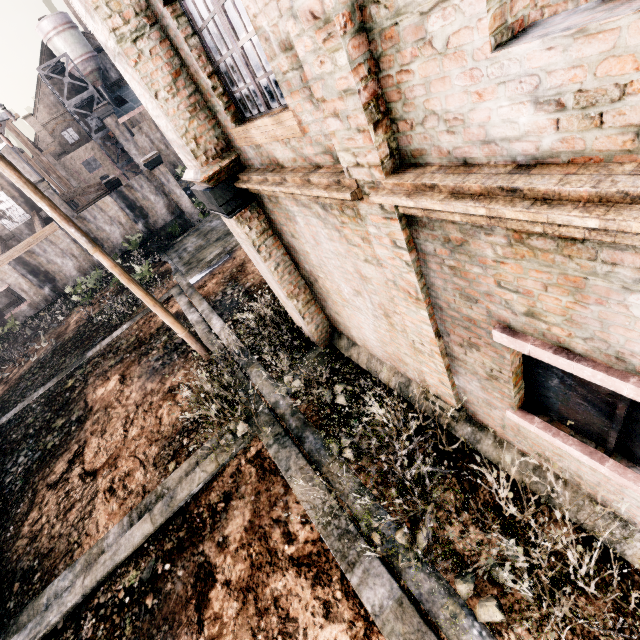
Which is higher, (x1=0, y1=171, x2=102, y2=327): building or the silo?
the silo

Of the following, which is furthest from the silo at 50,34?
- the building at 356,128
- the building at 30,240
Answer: the building at 356,128

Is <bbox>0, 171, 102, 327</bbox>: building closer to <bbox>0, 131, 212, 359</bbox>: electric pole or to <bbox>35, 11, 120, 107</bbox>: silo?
<bbox>35, 11, 120, 107</bbox>: silo

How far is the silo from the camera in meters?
43.7 m

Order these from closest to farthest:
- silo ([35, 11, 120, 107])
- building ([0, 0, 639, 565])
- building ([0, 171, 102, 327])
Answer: building ([0, 0, 639, 565]) → building ([0, 171, 102, 327]) → silo ([35, 11, 120, 107])

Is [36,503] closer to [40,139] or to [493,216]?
[493,216]

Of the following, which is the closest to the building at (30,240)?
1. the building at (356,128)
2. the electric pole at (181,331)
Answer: the building at (356,128)

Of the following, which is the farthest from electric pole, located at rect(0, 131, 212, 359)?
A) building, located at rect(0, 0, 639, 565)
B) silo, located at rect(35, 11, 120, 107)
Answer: silo, located at rect(35, 11, 120, 107)
